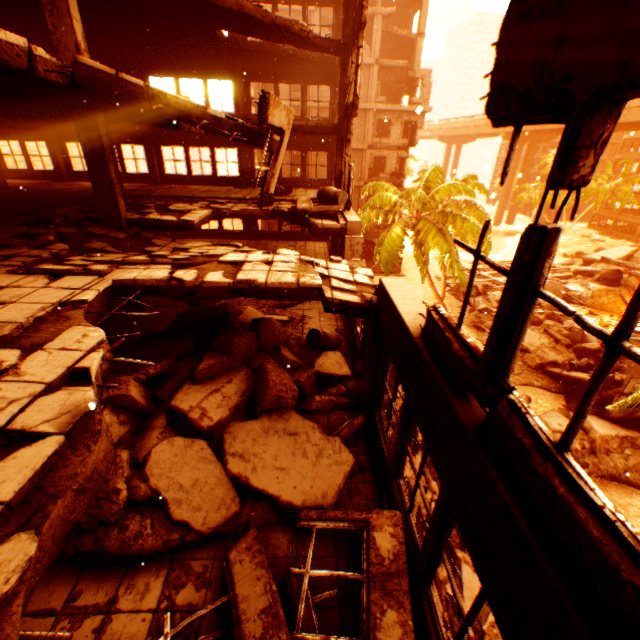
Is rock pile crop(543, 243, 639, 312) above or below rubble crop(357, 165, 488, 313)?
below

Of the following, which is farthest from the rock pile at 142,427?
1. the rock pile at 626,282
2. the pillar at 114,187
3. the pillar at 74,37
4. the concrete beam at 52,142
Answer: the rock pile at 626,282

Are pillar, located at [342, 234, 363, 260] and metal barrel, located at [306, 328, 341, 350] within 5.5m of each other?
yes

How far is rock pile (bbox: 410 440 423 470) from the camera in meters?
11.8 m

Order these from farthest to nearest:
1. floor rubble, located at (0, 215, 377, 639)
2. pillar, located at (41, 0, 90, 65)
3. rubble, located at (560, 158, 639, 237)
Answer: rubble, located at (560, 158, 639, 237)
pillar, located at (41, 0, 90, 65)
floor rubble, located at (0, 215, 377, 639)

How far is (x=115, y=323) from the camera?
10.0m

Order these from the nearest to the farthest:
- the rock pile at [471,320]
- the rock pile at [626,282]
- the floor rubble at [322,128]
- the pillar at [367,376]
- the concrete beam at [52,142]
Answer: the pillar at [367,376] < the floor rubble at [322,128] < the concrete beam at [52,142] < the rock pile at [471,320] < the rock pile at [626,282]
